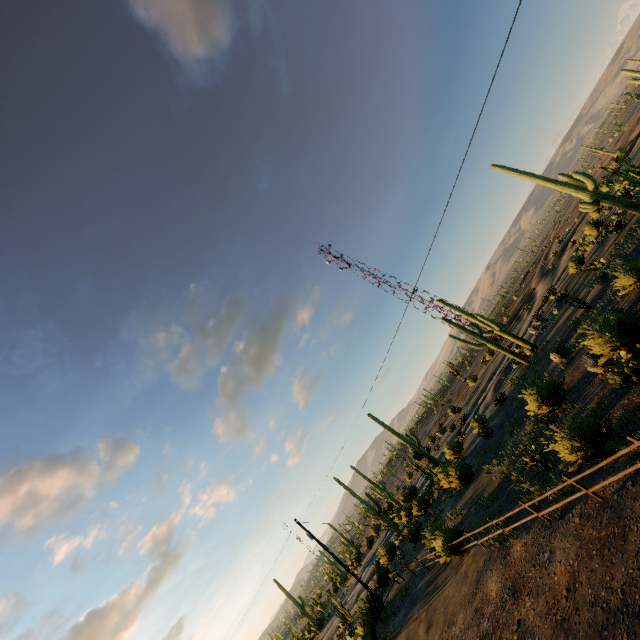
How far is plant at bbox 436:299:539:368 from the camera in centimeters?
2808cm

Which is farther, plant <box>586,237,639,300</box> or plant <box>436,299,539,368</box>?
plant <box>436,299,539,368</box>

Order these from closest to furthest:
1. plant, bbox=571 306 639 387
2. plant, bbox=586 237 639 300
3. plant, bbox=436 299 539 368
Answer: plant, bbox=571 306 639 387
plant, bbox=586 237 639 300
plant, bbox=436 299 539 368

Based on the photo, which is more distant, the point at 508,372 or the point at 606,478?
the point at 508,372

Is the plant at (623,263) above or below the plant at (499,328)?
below

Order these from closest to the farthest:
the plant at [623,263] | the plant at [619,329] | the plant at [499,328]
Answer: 1. the plant at [619,329]
2. the plant at [623,263]
3. the plant at [499,328]

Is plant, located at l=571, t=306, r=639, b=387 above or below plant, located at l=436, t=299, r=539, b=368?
below
